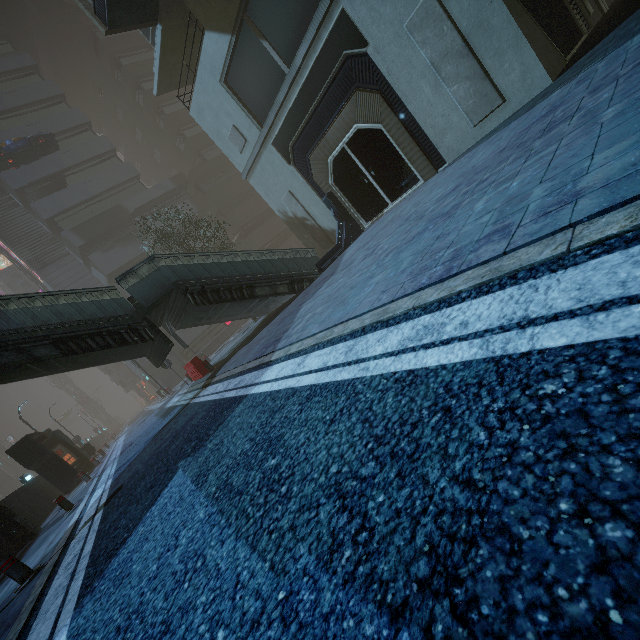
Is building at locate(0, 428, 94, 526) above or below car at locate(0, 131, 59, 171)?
below

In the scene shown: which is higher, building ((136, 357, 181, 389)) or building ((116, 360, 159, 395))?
building ((116, 360, 159, 395))

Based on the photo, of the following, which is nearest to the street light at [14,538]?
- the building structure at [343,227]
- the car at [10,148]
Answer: the car at [10,148]

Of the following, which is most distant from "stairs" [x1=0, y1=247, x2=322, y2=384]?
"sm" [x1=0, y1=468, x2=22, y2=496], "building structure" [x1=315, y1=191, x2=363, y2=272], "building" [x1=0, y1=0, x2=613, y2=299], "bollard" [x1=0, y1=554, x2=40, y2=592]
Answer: "sm" [x1=0, y1=468, x2=22, y2=496]

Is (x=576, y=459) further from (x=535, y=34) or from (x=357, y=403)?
(x=535, y=34)

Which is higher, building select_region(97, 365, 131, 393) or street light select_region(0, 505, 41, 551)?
building select_region(97, 365, 131, 393)

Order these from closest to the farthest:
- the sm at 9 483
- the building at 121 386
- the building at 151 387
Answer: the building at 151 387
the building at 121 386
the sm at 9 483
